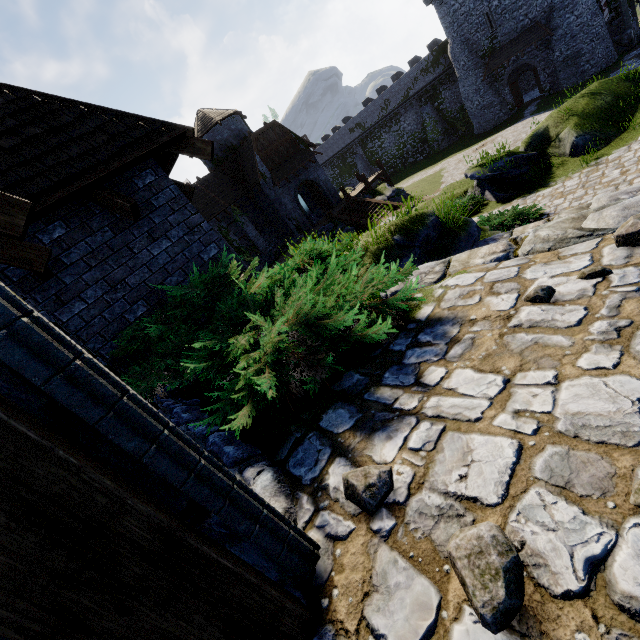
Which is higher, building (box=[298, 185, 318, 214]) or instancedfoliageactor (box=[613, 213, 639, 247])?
instancedfoliageactor (box=[613, 213, 639, 247])

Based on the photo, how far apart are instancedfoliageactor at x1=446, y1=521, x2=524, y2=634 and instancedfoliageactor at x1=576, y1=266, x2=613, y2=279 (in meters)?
1.82

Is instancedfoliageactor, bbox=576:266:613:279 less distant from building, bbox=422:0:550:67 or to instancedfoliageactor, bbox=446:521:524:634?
instancedfoliageactor, bbox=446:521:524:634

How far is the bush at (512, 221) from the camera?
10.4m

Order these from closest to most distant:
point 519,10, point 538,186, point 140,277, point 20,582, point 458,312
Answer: point 20,582
point 458,312
point 140,277
point 538,186
point 519,10

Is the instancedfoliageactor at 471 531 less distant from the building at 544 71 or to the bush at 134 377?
the bush at 134 377

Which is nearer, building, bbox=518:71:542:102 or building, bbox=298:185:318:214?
building, bbox=298:185:318:214

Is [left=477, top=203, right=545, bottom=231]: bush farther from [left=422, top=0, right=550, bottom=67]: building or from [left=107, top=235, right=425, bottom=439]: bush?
[left=422, top=0, right=550, bottom=67]: building
